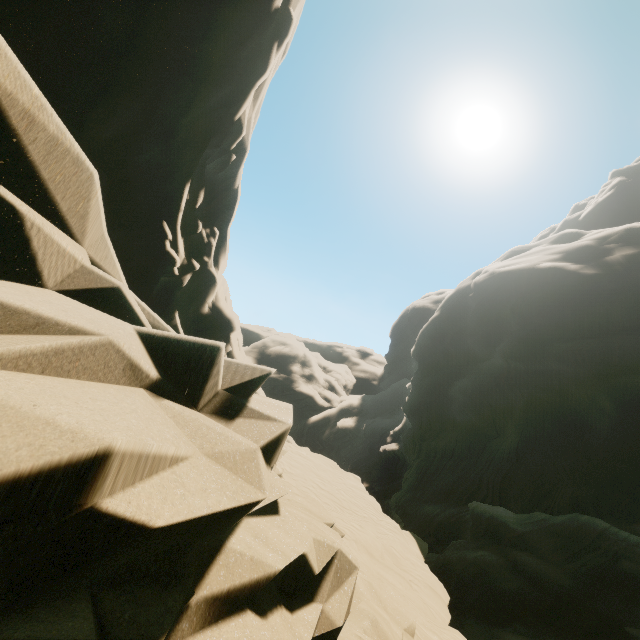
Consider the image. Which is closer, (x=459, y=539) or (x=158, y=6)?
(x=158, y=6)
